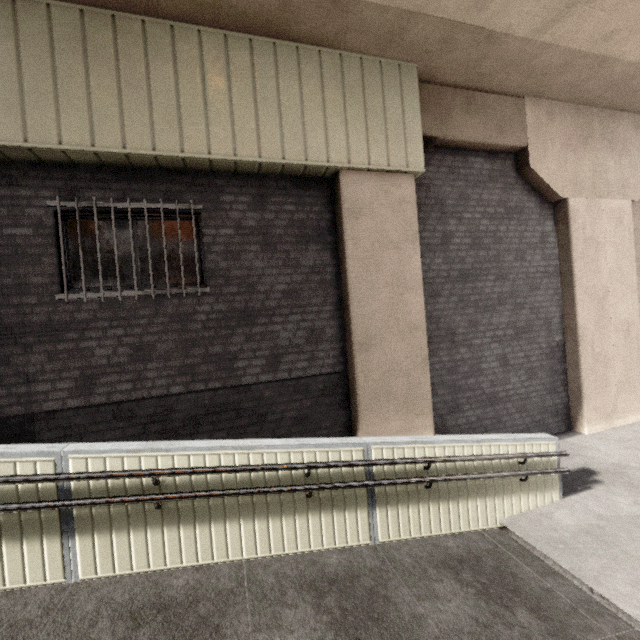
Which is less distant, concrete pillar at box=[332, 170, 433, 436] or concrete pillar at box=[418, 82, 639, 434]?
concrete pillar at box=[332, 170, 433, 436]

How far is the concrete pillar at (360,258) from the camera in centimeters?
507cm

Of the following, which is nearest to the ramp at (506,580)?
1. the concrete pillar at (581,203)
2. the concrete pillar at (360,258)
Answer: the concrete pillar at (360,258)

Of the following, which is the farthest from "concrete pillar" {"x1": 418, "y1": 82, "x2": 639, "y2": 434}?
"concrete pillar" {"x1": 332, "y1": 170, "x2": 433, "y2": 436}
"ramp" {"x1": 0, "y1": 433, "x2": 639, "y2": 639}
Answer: "ramp" {"x1": 0, "y1": 433, "x2": 639, "y2": 639}

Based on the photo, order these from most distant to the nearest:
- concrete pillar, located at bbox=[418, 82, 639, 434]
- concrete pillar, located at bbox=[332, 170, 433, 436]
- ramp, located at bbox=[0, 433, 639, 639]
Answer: concrete pillar, located at bbox=[418, 82, 639, 434]
concrete pillar, located at bbox=[332, 170, 433, 436]
ramp, located at bbox=[0, 433, 639, 639]

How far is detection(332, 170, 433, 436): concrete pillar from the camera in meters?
5.1

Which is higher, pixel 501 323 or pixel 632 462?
pixel 501 323
